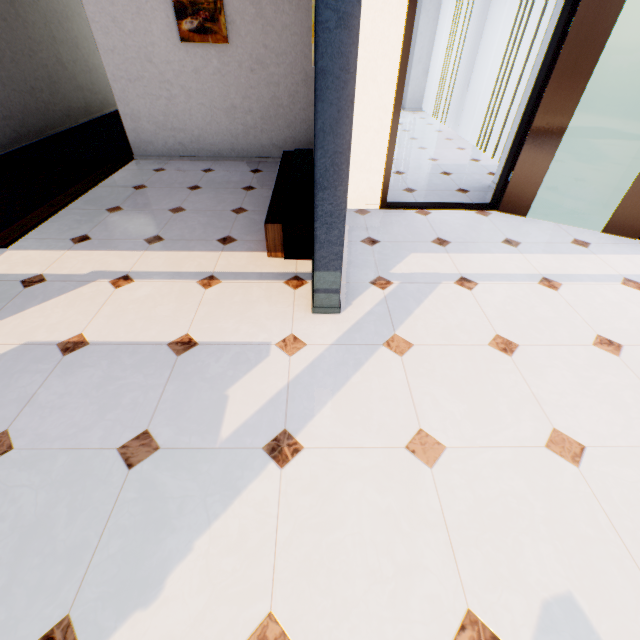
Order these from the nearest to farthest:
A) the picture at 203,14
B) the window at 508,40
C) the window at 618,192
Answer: the window at 618,192, the picture at 203,14, the window at 508,40

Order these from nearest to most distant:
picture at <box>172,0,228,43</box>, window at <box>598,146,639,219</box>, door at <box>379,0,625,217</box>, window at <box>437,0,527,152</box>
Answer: door at <box>379,0,625,217</box> → window at <box>598,146,639,219</box> → picture at <box>172,0,228,43</box> → window at <box>437,0,527,152</box>

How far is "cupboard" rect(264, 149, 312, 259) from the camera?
2.88m

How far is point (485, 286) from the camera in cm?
280

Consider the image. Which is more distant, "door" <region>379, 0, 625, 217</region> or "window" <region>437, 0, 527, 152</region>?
"window" <region>437, 0, 527, 152</region>

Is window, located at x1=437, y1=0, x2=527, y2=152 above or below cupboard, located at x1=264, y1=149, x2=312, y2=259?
above

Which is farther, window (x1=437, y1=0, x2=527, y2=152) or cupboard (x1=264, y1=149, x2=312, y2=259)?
window (x1=437, y1=0, x2=527, y2=152)

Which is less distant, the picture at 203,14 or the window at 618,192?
the window at 618,192
